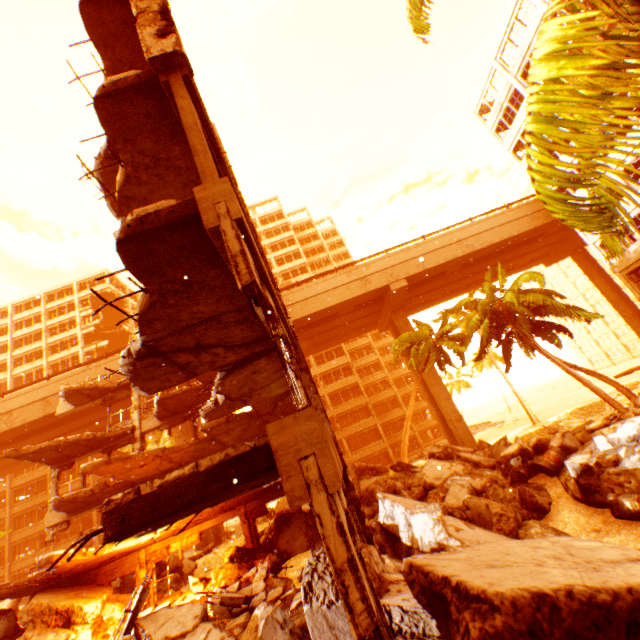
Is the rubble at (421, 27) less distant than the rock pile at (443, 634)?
No

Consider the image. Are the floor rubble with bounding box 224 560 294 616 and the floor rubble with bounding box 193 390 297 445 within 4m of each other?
no

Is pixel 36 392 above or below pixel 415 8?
above

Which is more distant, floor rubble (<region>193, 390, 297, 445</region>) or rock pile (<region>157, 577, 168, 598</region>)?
rock pile (<region>157, 577, 168, 598</region>)

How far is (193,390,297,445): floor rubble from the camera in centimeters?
1141cm

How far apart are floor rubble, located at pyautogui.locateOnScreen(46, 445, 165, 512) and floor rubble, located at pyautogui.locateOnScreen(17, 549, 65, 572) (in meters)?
2.63

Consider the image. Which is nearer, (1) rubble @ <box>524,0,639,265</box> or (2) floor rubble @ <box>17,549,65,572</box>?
(1) rubble @ <box>524,0,639,265</box>

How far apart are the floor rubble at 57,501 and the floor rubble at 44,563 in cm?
263
